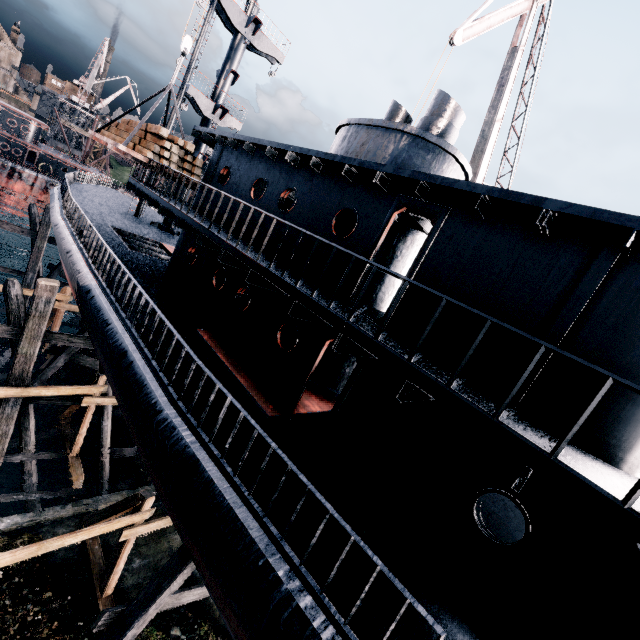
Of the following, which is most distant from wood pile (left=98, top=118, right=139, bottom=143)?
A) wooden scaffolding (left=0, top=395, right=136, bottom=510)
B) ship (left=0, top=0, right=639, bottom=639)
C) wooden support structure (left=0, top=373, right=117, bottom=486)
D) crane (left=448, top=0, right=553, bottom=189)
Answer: wooden support structure (left=0, top=373, right=117, bottom=486)

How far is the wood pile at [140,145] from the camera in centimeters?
1215cm

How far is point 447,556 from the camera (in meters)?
5.21

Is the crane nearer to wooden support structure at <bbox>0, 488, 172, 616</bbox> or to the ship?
the ship

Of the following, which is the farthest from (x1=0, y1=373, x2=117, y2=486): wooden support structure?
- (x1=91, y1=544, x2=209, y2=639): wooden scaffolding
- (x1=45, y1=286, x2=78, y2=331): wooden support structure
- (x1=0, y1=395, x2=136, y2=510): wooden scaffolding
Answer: (x1=91, y1=544, x2=209, y2=639): wooden scaffolding

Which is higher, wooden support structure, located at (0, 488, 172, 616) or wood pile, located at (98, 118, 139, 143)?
wood pile, located at (98, 118, 139, 143)

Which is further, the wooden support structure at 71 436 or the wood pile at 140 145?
the wood pile at 140 145

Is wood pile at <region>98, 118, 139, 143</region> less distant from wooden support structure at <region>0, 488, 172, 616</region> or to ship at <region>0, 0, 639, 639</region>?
ship at <region>0, 0, 639, 639</region>
